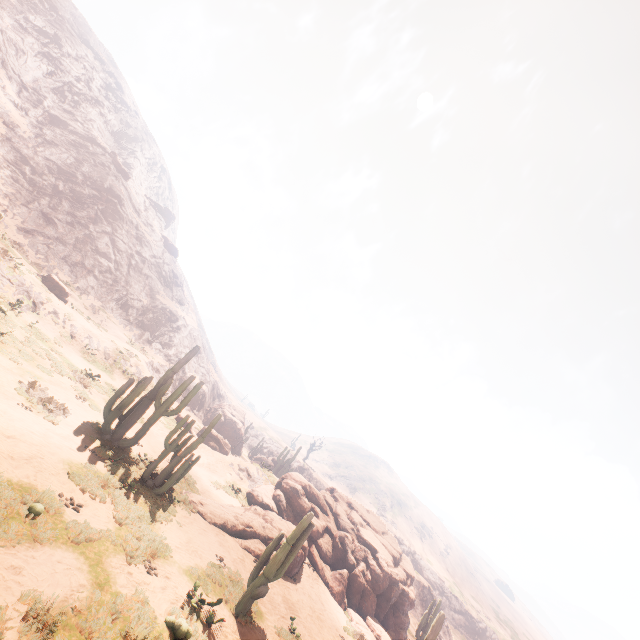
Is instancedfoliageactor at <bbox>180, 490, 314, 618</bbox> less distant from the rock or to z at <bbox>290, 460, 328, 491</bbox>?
the rock

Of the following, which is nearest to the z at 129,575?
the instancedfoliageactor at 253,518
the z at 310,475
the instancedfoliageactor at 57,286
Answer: the instancedfoliageactor at 57,286

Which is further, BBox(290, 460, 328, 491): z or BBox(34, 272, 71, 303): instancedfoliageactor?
BBox(290, 460, 328, 491): z

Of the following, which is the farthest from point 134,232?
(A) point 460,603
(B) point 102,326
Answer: (A) point 460,603

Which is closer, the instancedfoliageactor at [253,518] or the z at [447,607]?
the instancedfoliageactor at [253,518]

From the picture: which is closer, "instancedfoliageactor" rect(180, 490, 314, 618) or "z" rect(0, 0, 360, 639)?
"z" rect(0, 0, 360, 639)

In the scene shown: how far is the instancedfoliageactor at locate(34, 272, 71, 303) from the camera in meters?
24.6 m

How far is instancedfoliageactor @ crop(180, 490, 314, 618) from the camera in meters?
10.2 m
